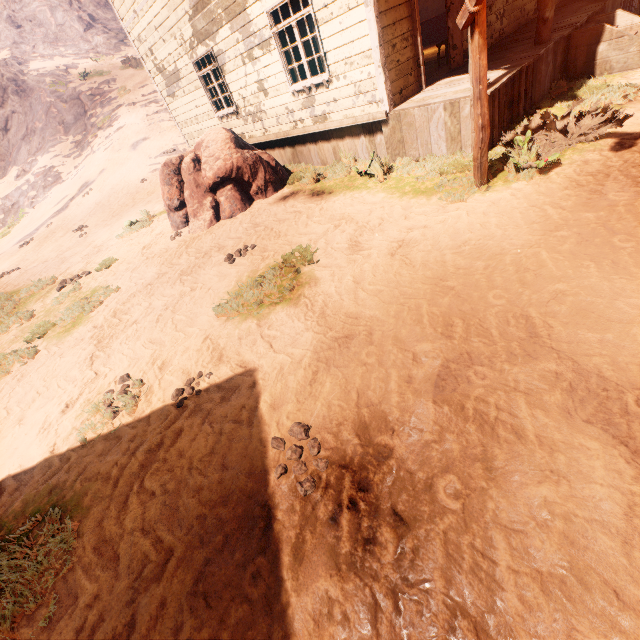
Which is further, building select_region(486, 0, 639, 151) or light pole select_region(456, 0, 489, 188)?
building select_region(486, 0, 639, 151)

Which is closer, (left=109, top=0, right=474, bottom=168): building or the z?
the z

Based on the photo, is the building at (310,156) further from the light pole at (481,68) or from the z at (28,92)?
the light pole at (481,68)

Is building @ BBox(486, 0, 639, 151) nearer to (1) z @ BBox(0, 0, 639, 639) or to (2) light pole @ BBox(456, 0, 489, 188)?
(1) z @ BBox(0, 0, 639, 639)

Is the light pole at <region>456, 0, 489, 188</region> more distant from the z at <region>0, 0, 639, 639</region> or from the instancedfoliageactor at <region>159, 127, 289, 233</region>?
the instancedfoliageactor at <region>159, 127, 289, 233</region>

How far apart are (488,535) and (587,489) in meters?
0.6 m

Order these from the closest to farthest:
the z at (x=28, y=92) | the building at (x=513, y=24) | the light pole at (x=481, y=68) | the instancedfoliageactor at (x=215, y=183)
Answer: the z at (x=28, y=92), the light pole at (x=481, y=68), the building at (x=513, y=24), the instancedfoliageactor at (x=215, y=183)

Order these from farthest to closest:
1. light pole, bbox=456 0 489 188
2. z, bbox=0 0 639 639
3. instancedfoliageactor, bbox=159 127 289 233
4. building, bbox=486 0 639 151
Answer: instancedfoliageactor, bbox=159 127 289 233
building, bbox=486 0 639 151
light pole, bbox=456 0 489 188
z, bbox=0 0 639 639
